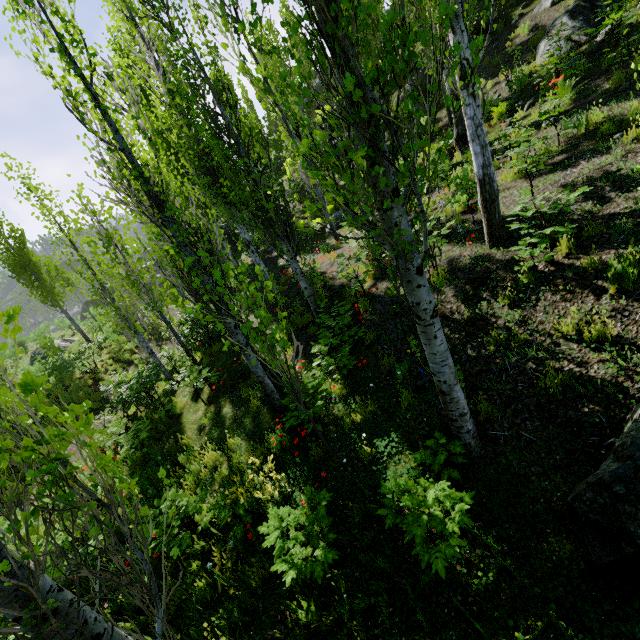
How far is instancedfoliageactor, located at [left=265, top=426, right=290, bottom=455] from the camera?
5.59m

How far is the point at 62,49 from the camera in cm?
408

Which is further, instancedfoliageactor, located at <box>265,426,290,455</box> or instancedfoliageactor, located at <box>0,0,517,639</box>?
instancedfoliageactor, located at <box>265,426,290,455</box>

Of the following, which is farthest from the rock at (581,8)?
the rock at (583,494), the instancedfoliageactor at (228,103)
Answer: the rock at (583,494)

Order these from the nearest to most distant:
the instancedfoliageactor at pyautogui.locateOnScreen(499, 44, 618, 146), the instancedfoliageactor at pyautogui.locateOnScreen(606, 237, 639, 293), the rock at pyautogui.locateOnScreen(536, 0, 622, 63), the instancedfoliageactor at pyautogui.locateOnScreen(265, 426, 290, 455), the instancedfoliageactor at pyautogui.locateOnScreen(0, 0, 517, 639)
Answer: the instancedfoliageactor at pyautogui.locateOnScreen(0, 0, 517, 639)
the instancedfoliageactor at pyautogui.locateOnScreen(606, 237, 639, 293)
the instancedfoliageactor at pyautogui.locateOnScreen(265, 426, 290, 455)
the instancedfoliageactor at pyautogui.locateOnScreen(499, 44, 618, 146)
the rock at pyautogui.locateOnScreen(536, 0, 622, 63)

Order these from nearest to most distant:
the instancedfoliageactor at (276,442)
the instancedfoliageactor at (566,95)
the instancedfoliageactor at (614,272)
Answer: the instancedfoliageactor at (614,272), the instancedfoliageactor at (276,442), the instancedfoliageactor at (566,95)
